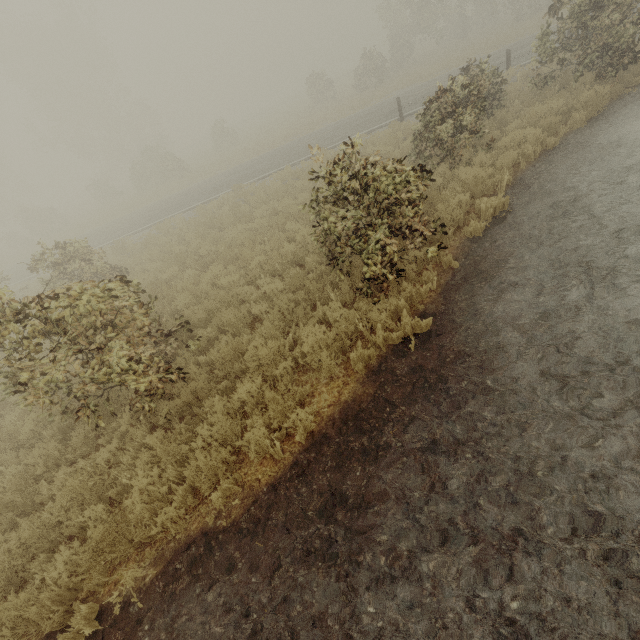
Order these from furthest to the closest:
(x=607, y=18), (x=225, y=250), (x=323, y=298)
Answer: (x=225, y=250) → (x=607, y=18) → (x=323, y=298)
